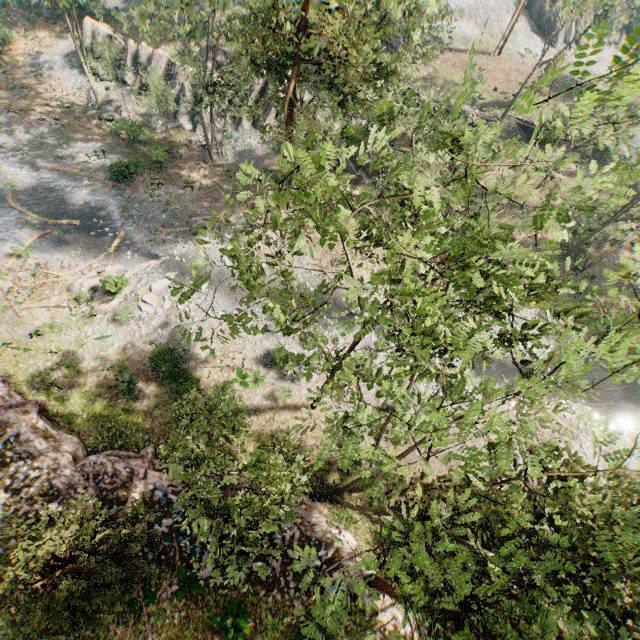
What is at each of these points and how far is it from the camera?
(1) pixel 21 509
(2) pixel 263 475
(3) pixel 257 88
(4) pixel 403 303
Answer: (1) ground embankment, 15.16m
(2) foliage, 12.84m
(3) rock, 34.78m
(4) foliage, 7.86m

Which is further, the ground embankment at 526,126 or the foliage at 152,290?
the ground embankment at 526,126

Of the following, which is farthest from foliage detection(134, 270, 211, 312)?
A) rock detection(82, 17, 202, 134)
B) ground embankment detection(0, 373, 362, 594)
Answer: rock detection(82, 17, 202, 134)

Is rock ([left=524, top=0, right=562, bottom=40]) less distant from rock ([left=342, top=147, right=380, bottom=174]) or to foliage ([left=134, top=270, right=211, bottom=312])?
foliage ([left=134, top=270, right=211, bottom=312])

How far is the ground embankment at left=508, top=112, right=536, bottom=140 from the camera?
40.0m

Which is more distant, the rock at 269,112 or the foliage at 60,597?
the rock at 269,112

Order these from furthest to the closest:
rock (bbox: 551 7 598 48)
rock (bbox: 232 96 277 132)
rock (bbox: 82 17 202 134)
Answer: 1. rock (bbox: 551 7 598 48)
2. rock (bbox: 82 17 202 134)
3. rock (bbox: 232 96 277 132)

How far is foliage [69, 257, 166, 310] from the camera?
23.7m
